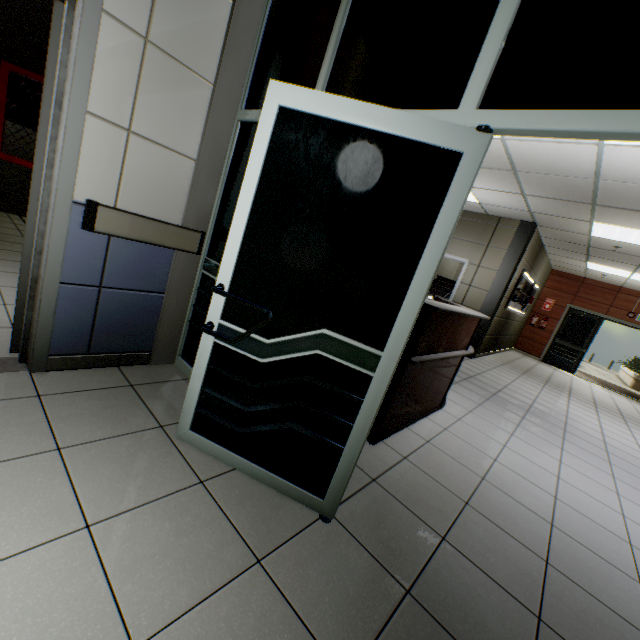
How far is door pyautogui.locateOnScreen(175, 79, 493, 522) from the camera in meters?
→ 1.4

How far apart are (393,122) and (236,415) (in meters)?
1.65

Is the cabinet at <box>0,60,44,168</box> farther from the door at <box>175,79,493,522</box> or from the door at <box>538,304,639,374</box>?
the door at <box>538,304,639,374</box>

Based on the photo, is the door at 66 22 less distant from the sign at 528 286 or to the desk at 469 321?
the desk at 469 321

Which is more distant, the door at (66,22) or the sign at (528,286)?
the sign at (528,286)

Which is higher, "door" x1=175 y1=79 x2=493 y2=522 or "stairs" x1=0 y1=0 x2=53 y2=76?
"stairs" x1=0 y1=0 x2=53 y2=76

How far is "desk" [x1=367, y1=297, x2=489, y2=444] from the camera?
2.4m

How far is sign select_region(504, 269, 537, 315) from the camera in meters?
8.1
